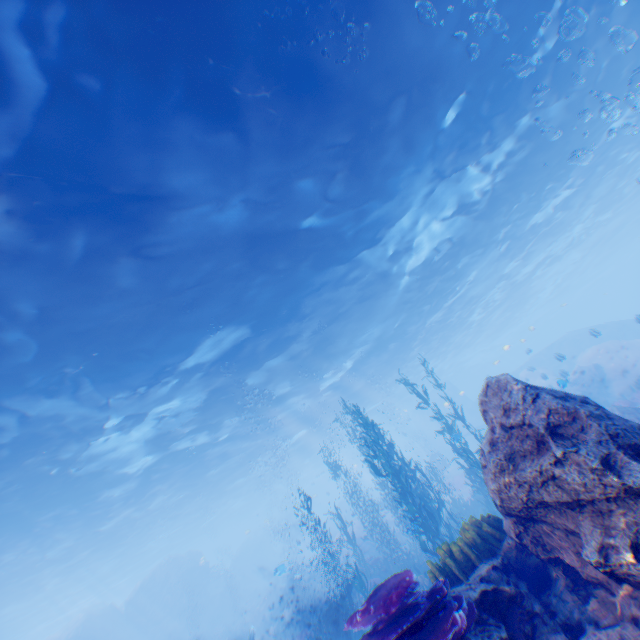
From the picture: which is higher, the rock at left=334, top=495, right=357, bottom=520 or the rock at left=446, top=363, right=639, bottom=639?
the rock at left=334, top=495, right=357, bottom=520

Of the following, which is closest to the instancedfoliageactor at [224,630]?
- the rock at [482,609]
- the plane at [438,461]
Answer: the rock at [482,609]

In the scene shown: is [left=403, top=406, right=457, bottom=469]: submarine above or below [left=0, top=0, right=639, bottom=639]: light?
below

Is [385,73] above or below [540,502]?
above

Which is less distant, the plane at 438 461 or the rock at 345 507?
the rock at 345 507

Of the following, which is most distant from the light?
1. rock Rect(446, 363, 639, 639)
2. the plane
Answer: the plane

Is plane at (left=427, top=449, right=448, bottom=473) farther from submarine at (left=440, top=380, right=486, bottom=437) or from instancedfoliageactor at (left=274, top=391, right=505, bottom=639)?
instancedfoliageactor at (left=274, top=391, right=505, bottom=639)

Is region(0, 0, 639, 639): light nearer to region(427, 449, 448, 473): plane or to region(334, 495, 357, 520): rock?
region(334, 495, 357, 520): rock
